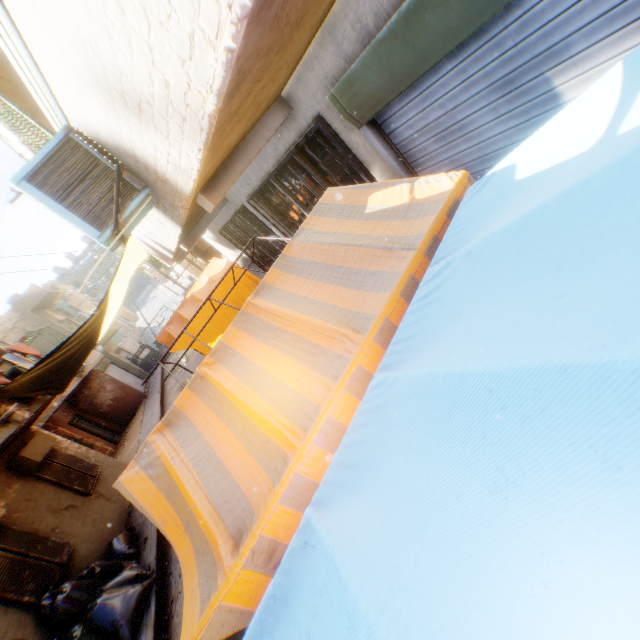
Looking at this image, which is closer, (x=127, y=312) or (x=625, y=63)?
(x=625, y=63)

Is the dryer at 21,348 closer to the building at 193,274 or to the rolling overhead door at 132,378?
the building at 193,274

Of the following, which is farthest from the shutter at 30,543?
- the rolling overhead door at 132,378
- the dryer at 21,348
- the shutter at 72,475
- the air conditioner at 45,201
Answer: the rolling overhead door at 132,378

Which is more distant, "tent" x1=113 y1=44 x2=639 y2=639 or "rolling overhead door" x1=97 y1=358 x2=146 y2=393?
"rolling overhead door" x1=97 y1=358 x2=146 y2=393

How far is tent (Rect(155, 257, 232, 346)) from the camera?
9.34m

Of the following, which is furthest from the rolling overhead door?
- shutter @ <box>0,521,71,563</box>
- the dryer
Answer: shutter @ <box>0,521,71,563</box>

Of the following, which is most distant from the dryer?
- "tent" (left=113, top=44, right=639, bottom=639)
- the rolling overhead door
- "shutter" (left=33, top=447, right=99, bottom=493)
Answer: the rolling overhead door

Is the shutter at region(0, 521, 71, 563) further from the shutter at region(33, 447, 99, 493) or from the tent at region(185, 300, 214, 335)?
the shutter at region(33, 447, 99, 493)
